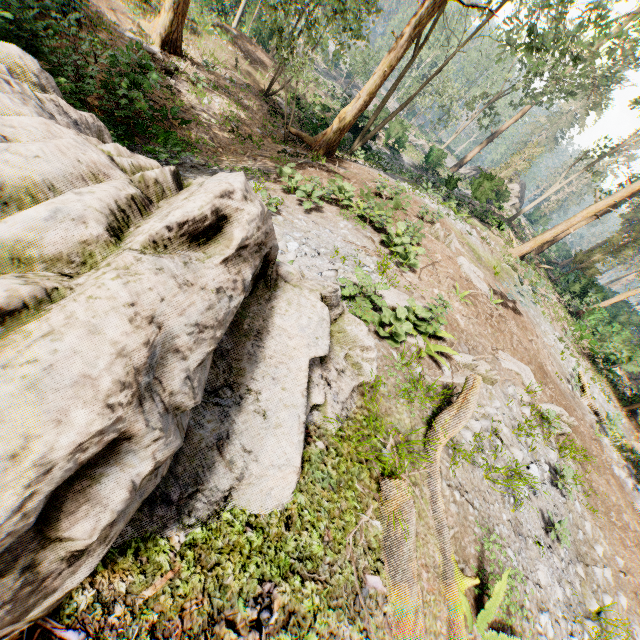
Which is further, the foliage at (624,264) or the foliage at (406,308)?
the foliage at (624,264)

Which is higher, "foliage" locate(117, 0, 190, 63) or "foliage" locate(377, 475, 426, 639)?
"foliage" locate(377, 475, 426, 639)

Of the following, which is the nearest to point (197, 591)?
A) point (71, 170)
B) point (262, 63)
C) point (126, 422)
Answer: point (126, 422)

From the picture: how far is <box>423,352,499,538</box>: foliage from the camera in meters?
4.8

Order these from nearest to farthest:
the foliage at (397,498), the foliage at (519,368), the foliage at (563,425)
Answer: the foliage at (397,498) → the foliage at (563,425) → the foliage at (519,368)

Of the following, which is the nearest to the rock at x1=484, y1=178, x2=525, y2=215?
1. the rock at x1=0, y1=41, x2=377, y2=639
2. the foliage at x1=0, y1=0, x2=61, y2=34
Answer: the foliage at x1=0, y1=0, x2=61, y2=34
